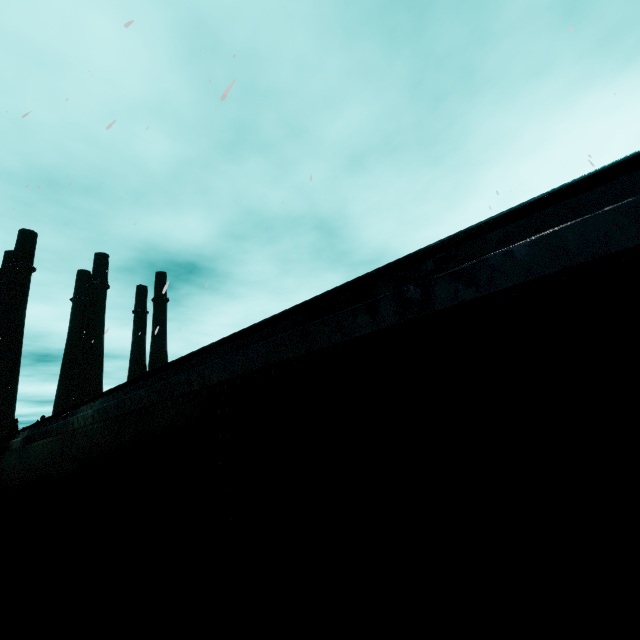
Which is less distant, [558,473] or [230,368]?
[558,473]
